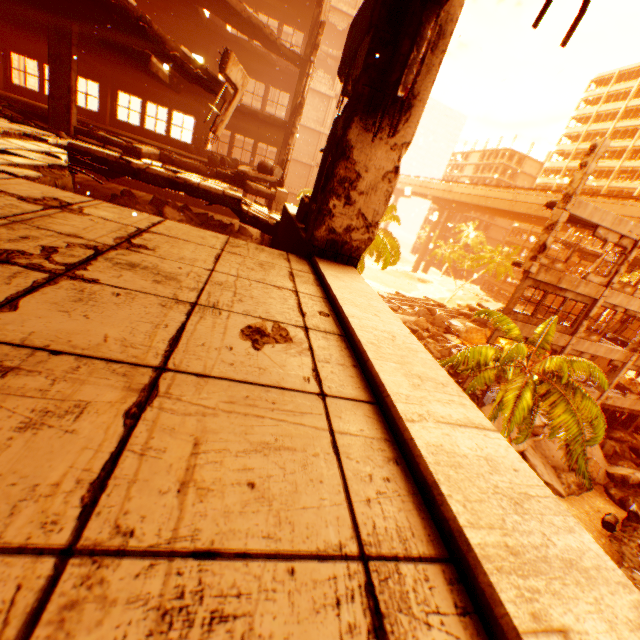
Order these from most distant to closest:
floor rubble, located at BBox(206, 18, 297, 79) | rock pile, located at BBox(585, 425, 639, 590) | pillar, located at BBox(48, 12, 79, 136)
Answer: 1. floor rubble, located at BBox(206, 18, 297, 79)
2. rock pile, located at BBox(585, 425, 639, 590)
3. pillar, located at BBox(48, 12, 79, 136)

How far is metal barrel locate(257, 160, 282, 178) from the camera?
12.6 meters

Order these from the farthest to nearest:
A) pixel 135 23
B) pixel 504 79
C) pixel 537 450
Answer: pixel 504 79 → pixel 537 450 → pixel 135 23

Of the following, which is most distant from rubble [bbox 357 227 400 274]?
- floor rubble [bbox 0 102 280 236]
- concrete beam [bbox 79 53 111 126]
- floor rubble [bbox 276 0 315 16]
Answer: concrete beam [bbox 79 53 111 126]

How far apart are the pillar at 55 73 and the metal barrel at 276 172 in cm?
591

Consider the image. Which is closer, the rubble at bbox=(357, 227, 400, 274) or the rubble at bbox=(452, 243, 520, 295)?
the rubble at bbox=(357, 227, 400, 274)

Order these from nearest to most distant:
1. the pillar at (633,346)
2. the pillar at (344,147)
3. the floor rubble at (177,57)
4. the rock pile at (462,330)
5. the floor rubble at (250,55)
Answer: the pillar at (344,147) < the floor rubble at (177,57) < the floor rubble at (250,55) < the pillar at (633,346) < the rock pile at (462,330)

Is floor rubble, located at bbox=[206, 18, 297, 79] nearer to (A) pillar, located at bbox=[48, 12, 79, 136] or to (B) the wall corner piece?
(A) pillar, located at bbox=[48, 12, 79, 136]
